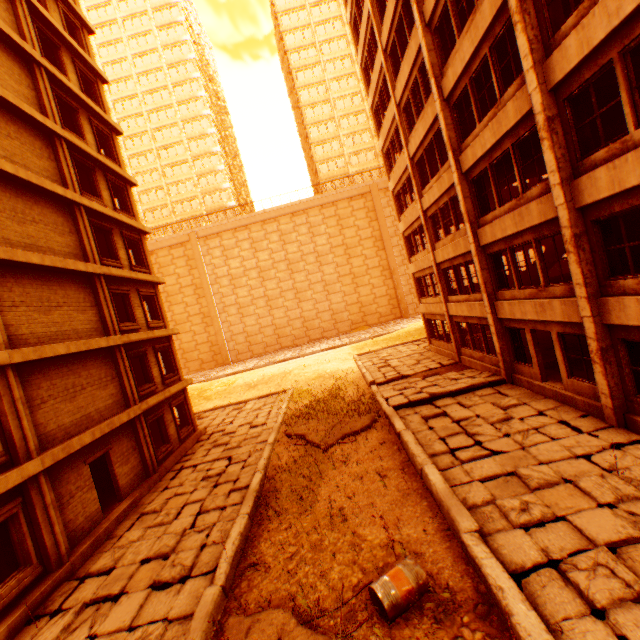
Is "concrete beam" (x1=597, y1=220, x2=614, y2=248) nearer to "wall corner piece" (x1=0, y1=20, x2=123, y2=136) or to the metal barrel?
"wall corner piece" (x1=0, y1=20, x2=123, y2=136)

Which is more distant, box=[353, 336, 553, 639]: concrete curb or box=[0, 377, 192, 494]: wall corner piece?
box=[0, 377, 192, 494]: wall corner piece

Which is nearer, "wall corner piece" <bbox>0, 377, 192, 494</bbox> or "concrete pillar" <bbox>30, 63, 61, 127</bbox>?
"wall corner piece" <bbox>0, 377, 192, 494</bbox>

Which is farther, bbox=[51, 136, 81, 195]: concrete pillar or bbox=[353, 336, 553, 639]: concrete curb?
bbox=[51, 136, 81, 195]: concrete pillar

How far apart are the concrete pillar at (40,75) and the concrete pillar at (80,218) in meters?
3.3

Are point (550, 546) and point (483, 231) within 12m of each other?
yes

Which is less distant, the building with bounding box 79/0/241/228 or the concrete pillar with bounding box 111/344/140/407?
the concrete pillar with bounding box 111/344/140/407

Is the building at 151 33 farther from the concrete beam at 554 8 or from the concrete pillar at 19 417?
the concrete beam at 554 8
